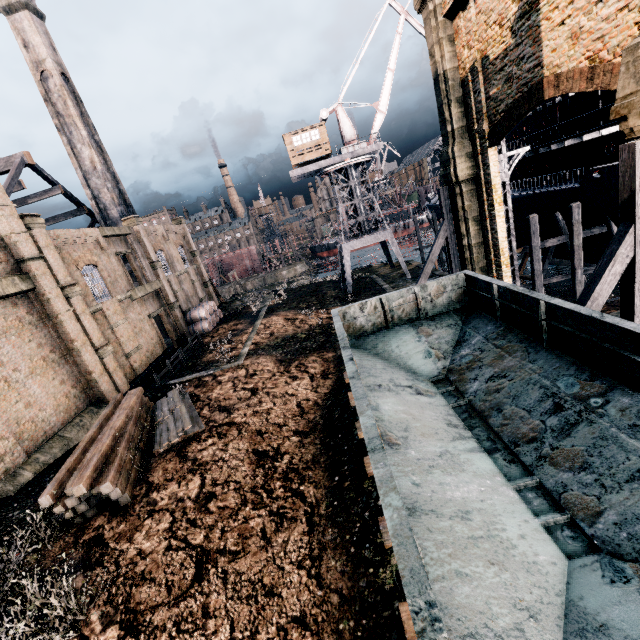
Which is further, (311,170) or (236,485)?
(311,170)

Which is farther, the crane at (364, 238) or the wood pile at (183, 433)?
the crane at (364, 238)

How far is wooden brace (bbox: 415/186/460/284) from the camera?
19.7 meters

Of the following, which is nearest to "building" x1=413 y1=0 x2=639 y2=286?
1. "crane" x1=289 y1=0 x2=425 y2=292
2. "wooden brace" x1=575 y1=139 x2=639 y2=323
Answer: "crane" x1=289 y1=0 x2=425 y2=292

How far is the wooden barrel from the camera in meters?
35.2

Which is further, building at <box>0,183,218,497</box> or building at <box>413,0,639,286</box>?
building at <box>0,183,218,497</box>

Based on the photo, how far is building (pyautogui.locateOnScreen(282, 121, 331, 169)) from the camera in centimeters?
3406cm

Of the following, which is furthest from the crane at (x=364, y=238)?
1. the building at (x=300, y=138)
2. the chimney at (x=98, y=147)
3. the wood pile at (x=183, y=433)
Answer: the wood pile at (x=183, y=433)
